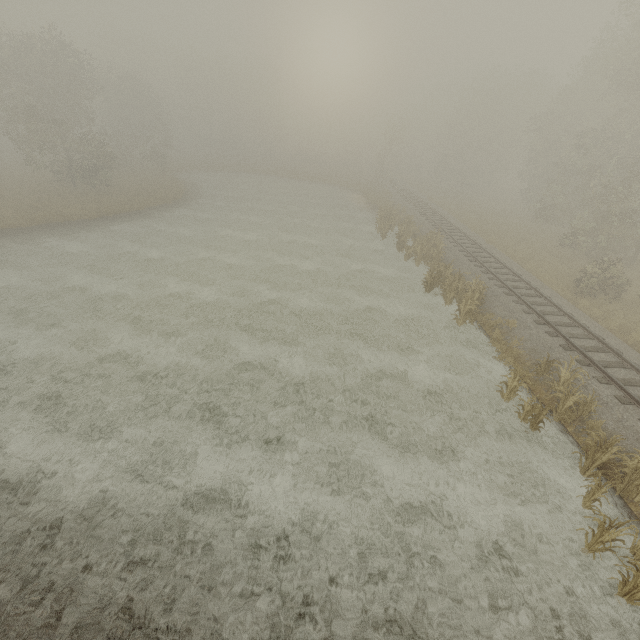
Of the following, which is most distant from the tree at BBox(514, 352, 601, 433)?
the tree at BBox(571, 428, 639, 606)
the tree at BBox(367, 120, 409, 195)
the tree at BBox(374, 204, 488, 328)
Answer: the tree at BBox(367, 120, 409, 195)

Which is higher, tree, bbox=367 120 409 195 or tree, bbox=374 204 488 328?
tree, bbox=367 120 409 195

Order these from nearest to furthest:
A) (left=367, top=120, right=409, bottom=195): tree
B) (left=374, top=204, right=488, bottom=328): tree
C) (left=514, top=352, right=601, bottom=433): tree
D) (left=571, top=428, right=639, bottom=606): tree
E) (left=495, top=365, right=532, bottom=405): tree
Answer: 1. (left=571, top=428, right=639, bottom=606): tree
2. (left=514, top=352, right=601, bottom=433): tree
3. (left=495, top=365, right=532, bottom=405): tree
4. (left=374, top=204, right=488, bottom=328): tree
5. (left=367, top=120, right=409, bottom=195): tree

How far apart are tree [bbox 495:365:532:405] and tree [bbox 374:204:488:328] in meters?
10.1 m

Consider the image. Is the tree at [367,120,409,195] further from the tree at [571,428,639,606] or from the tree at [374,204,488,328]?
the tree at [571,428,639,606]

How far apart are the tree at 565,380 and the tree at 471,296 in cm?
1008

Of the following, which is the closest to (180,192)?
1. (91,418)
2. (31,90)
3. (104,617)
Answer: (31,90)

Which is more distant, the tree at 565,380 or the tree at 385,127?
the tree at 385,127
